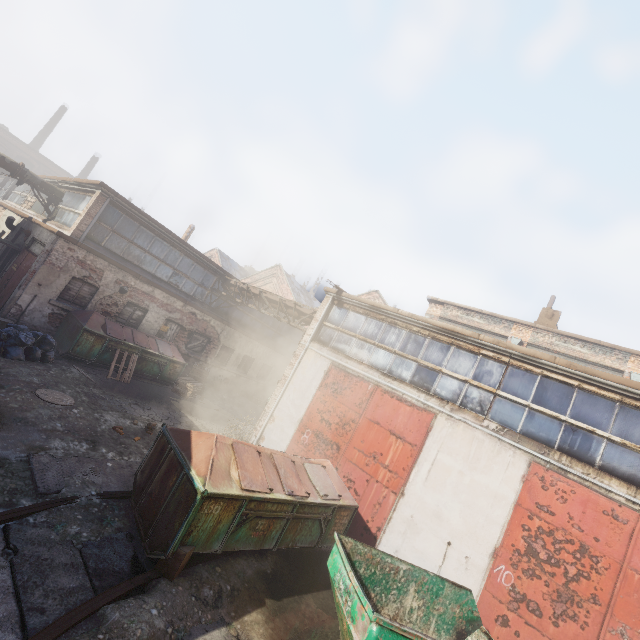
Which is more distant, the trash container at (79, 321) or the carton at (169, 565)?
the trash container at (79, 321)

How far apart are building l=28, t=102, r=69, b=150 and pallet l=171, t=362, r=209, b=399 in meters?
52.8

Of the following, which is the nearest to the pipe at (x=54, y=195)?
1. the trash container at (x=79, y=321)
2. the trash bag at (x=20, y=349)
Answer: the trash container at (x=79, y=321)

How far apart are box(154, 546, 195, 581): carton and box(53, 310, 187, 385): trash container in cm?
906

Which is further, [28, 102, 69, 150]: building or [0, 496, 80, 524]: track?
[28, 102, 69, 150]: building

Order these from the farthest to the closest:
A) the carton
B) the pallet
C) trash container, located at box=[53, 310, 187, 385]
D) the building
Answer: the building → the pallet → trash container, located at box=[53, 310, 187, 385] → the carton

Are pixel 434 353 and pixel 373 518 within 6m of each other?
yes

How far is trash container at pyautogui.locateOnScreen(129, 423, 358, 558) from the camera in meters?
5.1
